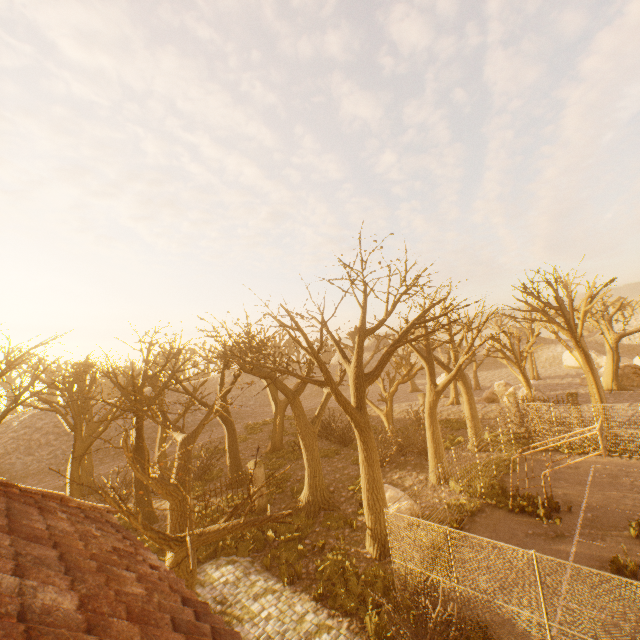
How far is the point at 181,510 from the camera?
5.5 meters

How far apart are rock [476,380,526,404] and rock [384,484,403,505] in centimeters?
2474cm

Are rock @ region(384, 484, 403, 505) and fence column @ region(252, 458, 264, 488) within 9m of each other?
yes

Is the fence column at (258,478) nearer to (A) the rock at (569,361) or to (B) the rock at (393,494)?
(B) the rock at (393,494)

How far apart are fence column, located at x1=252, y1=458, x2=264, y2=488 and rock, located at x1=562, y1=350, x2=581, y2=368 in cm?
5321

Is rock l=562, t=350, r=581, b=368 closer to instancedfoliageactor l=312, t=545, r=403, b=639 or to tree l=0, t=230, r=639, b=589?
tree l=0, t=230, r=639, b=589

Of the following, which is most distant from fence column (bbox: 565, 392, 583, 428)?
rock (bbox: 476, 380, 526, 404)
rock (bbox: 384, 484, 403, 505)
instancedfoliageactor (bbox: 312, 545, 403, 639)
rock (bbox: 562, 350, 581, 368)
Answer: rock (bbox: 562, 350, 581, 368)

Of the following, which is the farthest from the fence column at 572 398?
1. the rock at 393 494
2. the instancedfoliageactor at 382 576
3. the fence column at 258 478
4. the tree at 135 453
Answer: the fence column at 258 478
